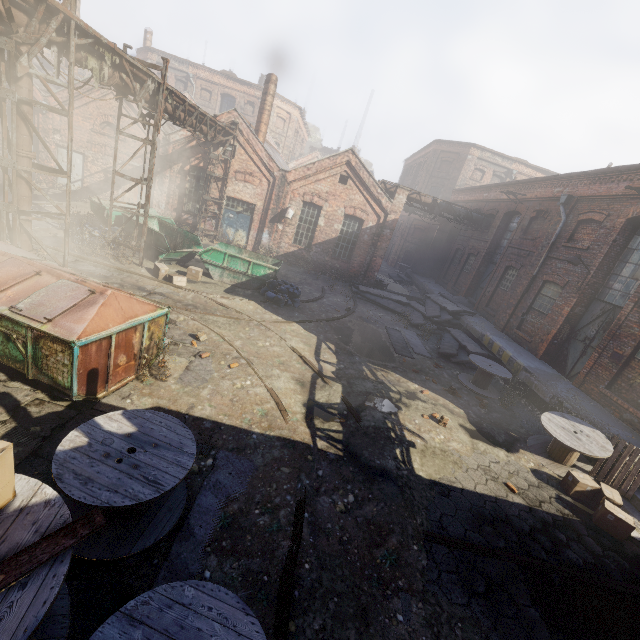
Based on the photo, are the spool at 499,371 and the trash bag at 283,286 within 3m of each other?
no

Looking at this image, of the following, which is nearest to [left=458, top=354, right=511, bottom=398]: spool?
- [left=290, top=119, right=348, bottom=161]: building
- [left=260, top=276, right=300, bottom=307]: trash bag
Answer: [left=260, top=276, right=300, bottom=307]: trash bag

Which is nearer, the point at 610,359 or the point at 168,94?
the point at 610,359

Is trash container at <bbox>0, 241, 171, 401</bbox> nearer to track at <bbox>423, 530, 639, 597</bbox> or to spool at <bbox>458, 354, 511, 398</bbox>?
track at <bbox>423, 530, 639, 597</bbox>

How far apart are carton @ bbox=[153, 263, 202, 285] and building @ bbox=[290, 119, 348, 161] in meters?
41.6

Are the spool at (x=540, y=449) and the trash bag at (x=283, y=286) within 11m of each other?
yes

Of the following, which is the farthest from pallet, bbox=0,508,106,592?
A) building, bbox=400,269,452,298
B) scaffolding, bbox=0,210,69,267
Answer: building, bbox=400,269,452,298

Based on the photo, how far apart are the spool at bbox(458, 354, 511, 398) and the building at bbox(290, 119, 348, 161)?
42.5m
